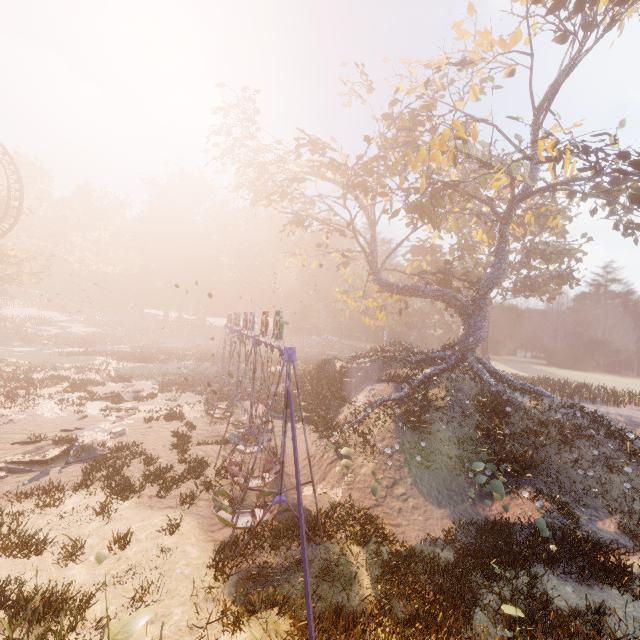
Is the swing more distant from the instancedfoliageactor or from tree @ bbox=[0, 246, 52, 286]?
tree @ bbox=[0, 246, 52, 286]

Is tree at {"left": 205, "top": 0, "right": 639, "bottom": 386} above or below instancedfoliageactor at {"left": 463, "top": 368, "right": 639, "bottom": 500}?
above

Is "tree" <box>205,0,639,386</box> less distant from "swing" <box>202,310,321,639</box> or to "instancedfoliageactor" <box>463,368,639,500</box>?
"instancedfoliageactor" <box>463,368,639,500</box>

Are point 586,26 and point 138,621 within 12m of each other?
no

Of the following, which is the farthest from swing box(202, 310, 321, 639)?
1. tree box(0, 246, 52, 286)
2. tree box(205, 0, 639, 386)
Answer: tree box(0, 246, 52, 286)

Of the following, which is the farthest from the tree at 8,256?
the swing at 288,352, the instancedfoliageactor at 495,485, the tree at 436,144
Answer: the instancedfoliageactor at 495,485

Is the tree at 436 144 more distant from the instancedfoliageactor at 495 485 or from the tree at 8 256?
the tree at 8 256

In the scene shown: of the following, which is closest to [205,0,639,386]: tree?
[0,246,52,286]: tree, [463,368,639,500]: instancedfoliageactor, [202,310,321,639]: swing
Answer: [463,368,639,500]: instancedfoliageactor
